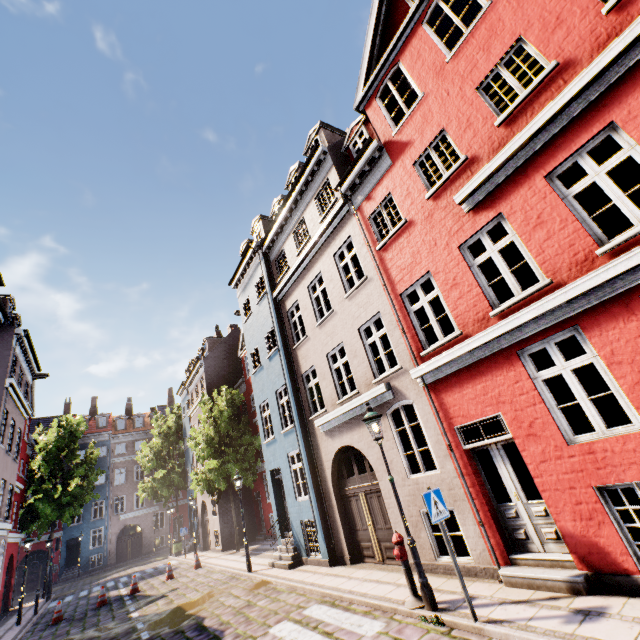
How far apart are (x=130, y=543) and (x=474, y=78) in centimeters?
4819cm

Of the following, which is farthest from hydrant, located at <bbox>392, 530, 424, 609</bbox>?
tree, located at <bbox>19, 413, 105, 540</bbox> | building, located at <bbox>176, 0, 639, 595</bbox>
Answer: tree, located at <bbox>19, 413, 105, 540</bbox>

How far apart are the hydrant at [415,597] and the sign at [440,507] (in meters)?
1.46

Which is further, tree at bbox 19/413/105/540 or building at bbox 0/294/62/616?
tree at bbox 19/413/105/540

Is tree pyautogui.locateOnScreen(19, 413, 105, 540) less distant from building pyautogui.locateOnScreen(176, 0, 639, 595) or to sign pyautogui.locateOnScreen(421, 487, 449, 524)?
building pyautogui.locateOnScreen(176, 0, 639, 595)

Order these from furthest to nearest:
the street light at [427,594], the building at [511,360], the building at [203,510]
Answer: the building at [203,510] → the street light at [427,594] → the building at [511,360]

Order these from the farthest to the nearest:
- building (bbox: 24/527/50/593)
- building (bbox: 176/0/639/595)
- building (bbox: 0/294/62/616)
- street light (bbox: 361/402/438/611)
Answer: building (bbox: 24/527/50/593) < building (bbox: 0/294/62/616) < street light (bbox: 361/402/438/611) < building (bbox: 176/0/639/595)

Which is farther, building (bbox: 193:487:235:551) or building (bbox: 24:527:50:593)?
building (bbox: 24:527:50:593)
